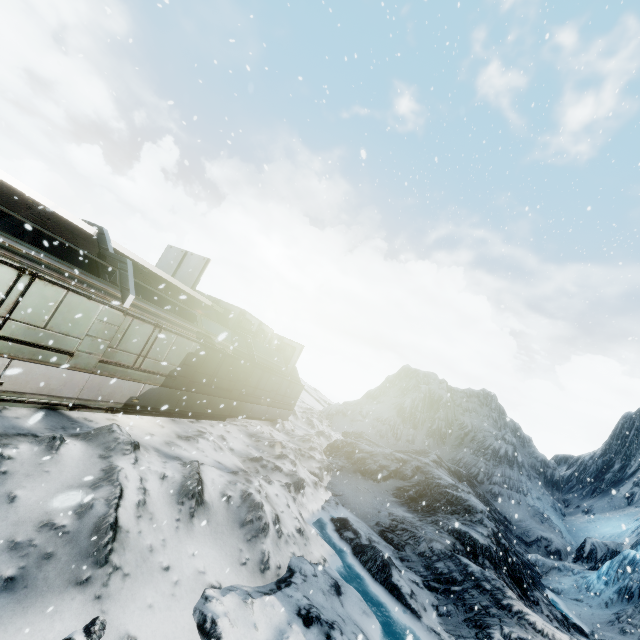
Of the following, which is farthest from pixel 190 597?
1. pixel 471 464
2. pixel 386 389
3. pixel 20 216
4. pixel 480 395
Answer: pixel 480 395
